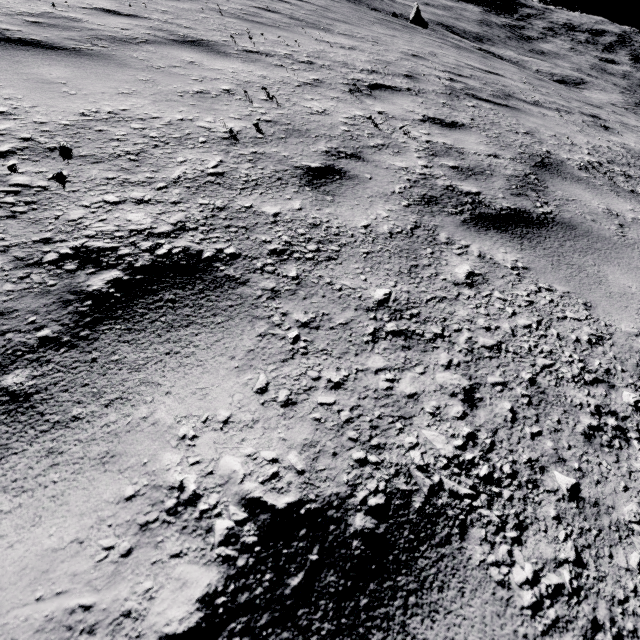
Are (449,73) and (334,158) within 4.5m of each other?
no
